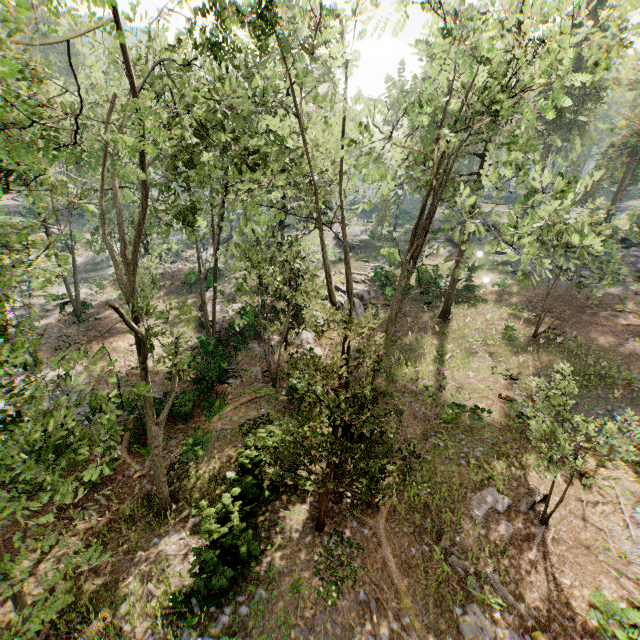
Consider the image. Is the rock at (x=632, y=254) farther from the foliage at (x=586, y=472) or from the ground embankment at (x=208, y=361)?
the ground embankment at (x=208, y=361)

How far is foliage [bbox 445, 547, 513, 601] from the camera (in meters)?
10.67

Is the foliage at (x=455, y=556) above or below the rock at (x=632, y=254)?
below

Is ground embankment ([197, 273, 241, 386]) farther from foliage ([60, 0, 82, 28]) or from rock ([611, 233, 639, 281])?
rock ([611, 233, 639, 281])

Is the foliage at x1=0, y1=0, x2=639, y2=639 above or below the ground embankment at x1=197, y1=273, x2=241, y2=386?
above

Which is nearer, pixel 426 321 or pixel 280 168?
pixel 280 168

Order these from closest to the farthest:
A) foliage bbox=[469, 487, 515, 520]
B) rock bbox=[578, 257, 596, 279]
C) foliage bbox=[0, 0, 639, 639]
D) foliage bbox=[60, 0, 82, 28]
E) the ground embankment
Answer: foliage bbox=[60, 0, 82, 28]
foliage bbox=[0, 0, 639, 639]
foliage bbox=[469, 487, 515, 520]
the ground embankment
rock bbox=[578, 257, 596, 279]
